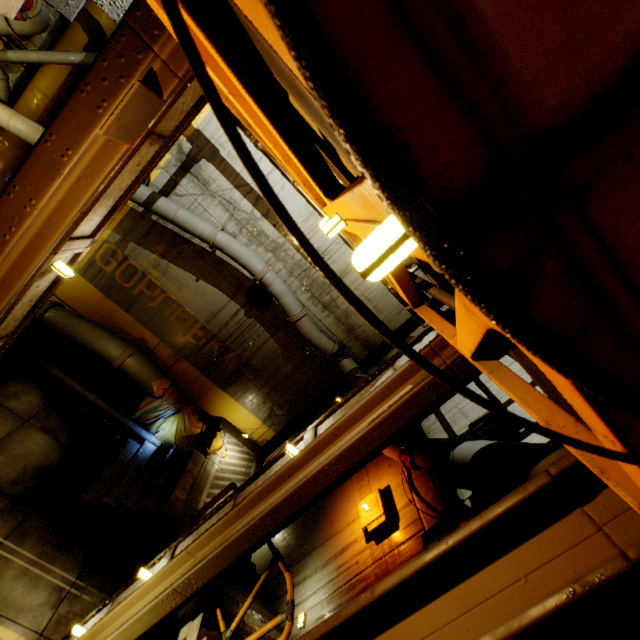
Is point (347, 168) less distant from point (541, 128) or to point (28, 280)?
point (541, 128)

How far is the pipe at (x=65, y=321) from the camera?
8.6m

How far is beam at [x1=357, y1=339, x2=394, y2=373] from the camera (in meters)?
10.01

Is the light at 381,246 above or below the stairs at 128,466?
above

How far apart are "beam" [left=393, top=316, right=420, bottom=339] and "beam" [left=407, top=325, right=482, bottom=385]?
5.6m

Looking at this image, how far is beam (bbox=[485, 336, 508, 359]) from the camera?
2.9 meters

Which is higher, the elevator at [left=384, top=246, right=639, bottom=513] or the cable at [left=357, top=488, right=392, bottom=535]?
the elevator at [left=384, top=246, right=639, bottom=513]

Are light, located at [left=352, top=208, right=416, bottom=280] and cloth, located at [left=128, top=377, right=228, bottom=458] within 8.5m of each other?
no
